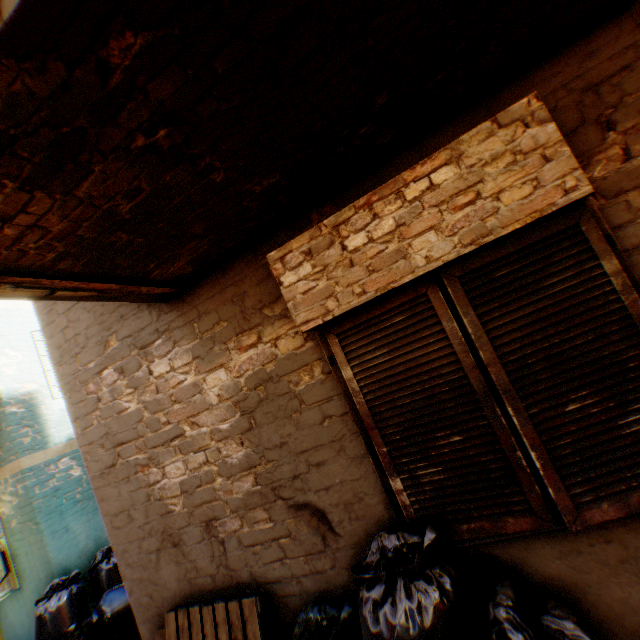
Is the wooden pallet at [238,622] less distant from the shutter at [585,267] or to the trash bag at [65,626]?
the trash bag at [65,626]

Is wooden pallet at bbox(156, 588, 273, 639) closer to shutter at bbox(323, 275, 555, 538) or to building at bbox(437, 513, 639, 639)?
building at bbox(437, 513, 639, 639)

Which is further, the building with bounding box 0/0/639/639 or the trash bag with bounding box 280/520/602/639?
the trash bag with bounding box 280/520/602/639

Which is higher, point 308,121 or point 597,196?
point 308,121

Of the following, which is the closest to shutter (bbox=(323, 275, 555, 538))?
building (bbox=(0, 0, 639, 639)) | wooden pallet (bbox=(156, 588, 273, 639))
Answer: building (bbox=(0, 0, 639, 639))

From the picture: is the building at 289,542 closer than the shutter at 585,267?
Yes

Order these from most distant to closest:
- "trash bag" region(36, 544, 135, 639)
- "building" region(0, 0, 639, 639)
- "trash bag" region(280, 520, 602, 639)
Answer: "trash bag" region(36, 544, 135, 639)
"trash bag" region(280, 520, 602, 639)
"building" region(0, 0, 639, 639)

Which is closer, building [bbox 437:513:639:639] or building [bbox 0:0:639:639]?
building [bbox 0:0:639:639]
